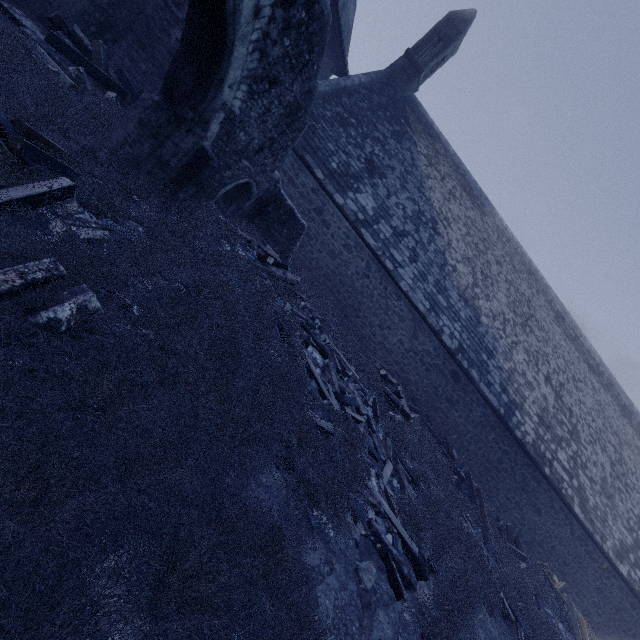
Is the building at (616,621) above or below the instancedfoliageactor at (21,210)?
above

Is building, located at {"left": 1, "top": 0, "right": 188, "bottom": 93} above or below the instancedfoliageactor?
above

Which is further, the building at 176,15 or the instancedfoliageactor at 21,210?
the building at 176,15

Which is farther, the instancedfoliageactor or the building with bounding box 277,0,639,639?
the building with bounding box 277,0,639,639

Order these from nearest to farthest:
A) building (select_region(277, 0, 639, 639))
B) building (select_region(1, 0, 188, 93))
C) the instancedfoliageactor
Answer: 1. the instancedfoliageactor
2. building (select_region(1, 0, 188, 93))
3. building (select_region(277, 0, 639, 639))

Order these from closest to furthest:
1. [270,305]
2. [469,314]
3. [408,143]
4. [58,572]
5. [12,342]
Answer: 1. [58,572]
2. [12,342]
3. [270,305]
4. [469,314]
5. [408,143]

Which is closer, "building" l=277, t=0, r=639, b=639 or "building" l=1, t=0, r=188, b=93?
"building" l=1, t=0, r=188, b=93
